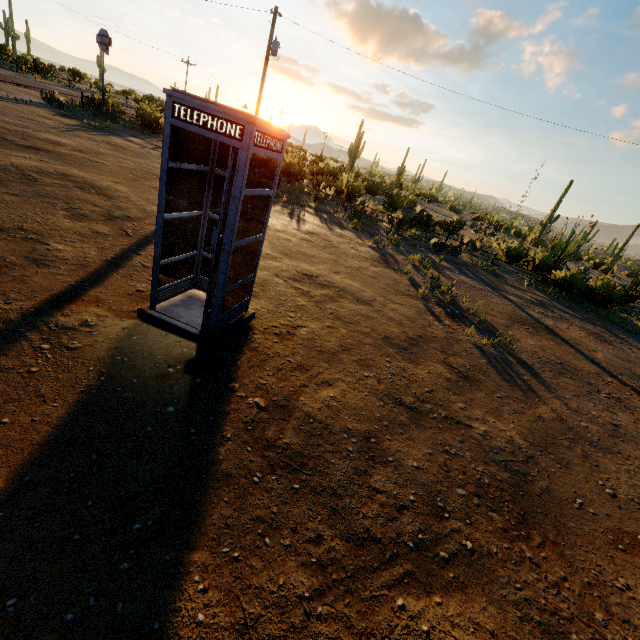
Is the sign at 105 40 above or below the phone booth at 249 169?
above

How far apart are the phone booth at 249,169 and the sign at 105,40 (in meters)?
25.18

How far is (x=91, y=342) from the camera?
3.66m

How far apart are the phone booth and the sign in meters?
25.2

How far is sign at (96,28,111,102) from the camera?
20.39m

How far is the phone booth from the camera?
3.26m

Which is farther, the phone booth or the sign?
the sign

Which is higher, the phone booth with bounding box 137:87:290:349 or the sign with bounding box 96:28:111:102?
the sign with bounding box 96:28:111:102
